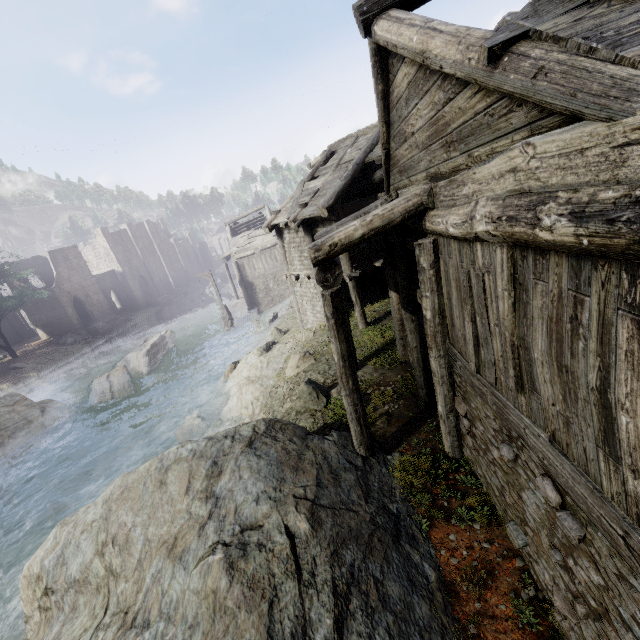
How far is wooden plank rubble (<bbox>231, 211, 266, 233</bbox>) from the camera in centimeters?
3575cm

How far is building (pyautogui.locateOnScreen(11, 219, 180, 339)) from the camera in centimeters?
3916cm

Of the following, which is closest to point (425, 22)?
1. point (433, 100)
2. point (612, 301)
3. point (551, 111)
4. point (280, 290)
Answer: point (433, 100)

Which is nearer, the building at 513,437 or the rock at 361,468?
the building at 513,437

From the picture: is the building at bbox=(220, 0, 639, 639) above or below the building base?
above

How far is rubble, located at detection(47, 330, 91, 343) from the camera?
37.9 meters

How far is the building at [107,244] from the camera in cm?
3916

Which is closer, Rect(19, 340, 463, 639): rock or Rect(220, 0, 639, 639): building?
Rect(220, 0, 639, 639): building
